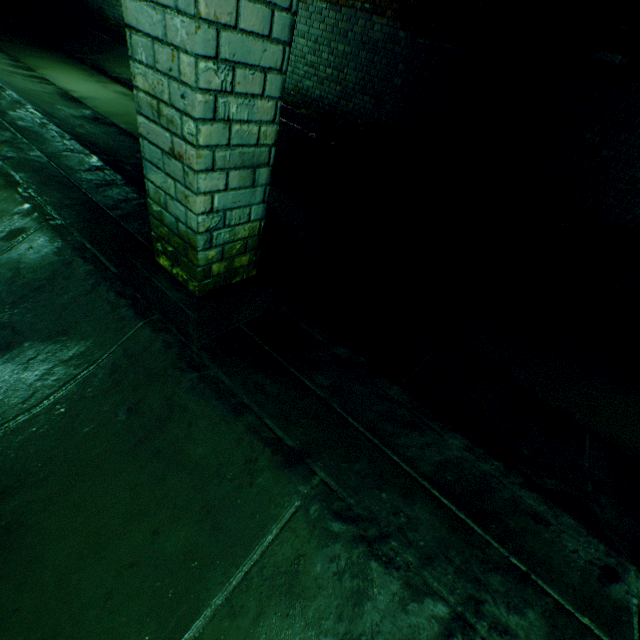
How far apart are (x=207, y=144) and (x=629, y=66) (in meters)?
5.10
